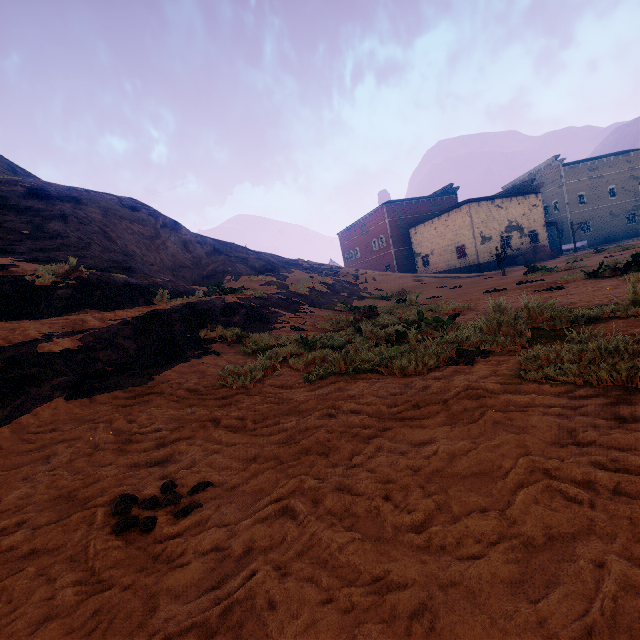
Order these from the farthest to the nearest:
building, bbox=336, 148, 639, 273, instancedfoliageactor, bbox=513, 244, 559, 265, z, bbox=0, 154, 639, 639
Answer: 1. building, bbox=336, 148, 639, 273
2. instancedfoliageactor, bbox=513, 244, 559, 265
3. z, bbox=0, 154, 639, 639

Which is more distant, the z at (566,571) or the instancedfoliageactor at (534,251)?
the instancedfoliageactor at (534,251)

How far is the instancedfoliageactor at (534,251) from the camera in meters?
30.5

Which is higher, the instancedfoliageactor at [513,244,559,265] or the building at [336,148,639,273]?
the building at [336,148,639,273]

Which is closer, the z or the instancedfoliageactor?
the z

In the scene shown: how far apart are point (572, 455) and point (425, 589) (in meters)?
1.20

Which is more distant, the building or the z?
the building

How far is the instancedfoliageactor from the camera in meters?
30.5
